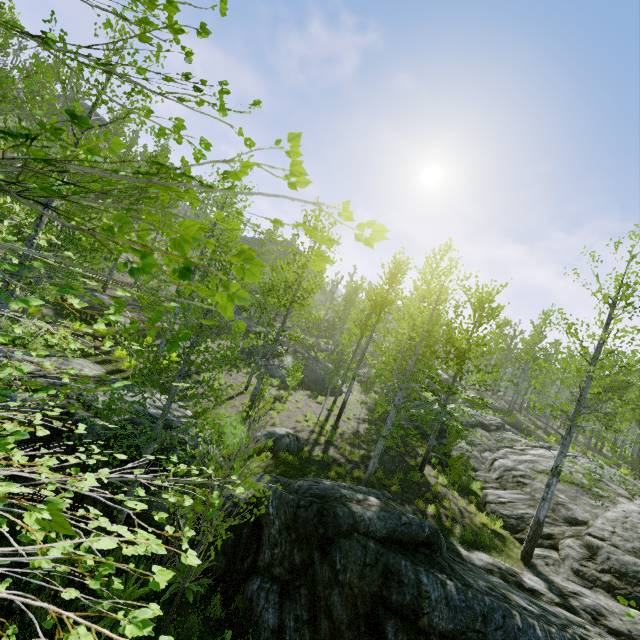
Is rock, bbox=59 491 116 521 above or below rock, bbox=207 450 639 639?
below

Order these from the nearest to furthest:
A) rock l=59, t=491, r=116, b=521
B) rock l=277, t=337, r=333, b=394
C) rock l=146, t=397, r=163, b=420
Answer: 1. rock l=59, t=491, r=116, b=521
2. rock l=146, t=397, r=163, b=420
3. rock l=277, t=337, r=333, b=394

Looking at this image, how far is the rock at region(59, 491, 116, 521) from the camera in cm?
687

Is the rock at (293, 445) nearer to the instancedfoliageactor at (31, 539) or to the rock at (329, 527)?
the rock at (329, 527)

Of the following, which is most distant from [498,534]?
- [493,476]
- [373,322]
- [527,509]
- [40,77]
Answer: [373,322]

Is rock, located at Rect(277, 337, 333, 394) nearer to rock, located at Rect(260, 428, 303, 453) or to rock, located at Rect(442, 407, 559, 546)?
rock, located at Rect(442, 407, 559, 546)

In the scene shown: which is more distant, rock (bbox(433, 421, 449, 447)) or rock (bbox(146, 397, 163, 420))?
rock (bbox(433, 421, 449, 447))
